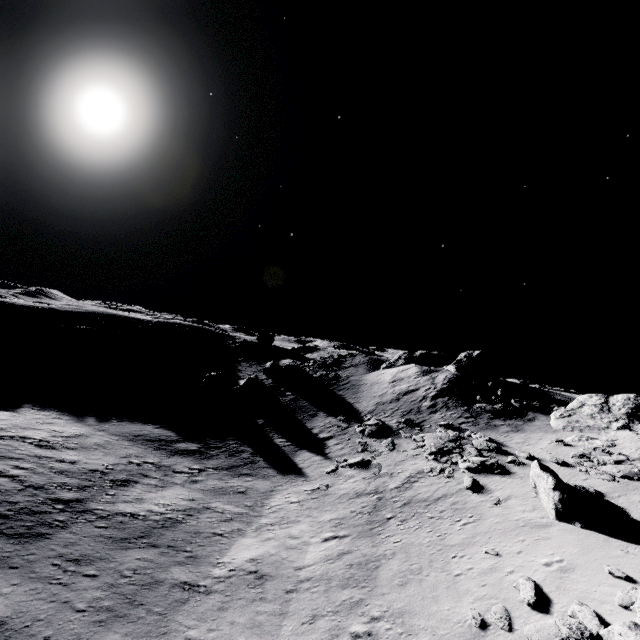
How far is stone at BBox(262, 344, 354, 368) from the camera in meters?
47.7

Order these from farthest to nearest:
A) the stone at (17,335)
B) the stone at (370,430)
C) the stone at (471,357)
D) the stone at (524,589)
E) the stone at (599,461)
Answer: the stone at (17,335) < the stone at (471,357) < the stone at (370,430) < the stone at (599,461) < the stone at (524,589)

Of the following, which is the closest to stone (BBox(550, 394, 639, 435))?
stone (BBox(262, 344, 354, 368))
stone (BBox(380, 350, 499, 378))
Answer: stone (BBox(380, 350, 499, 378))

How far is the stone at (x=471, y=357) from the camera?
36.8m

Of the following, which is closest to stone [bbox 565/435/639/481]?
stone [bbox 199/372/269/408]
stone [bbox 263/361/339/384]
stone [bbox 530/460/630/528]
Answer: stone [bbox 530/460/630/528]

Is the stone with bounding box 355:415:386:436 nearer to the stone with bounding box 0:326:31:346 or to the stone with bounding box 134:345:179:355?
the stone with bounding box 134:345:179:355

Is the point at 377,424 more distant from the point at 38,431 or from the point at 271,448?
the point at 38,431

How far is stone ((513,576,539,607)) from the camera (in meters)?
11.26
